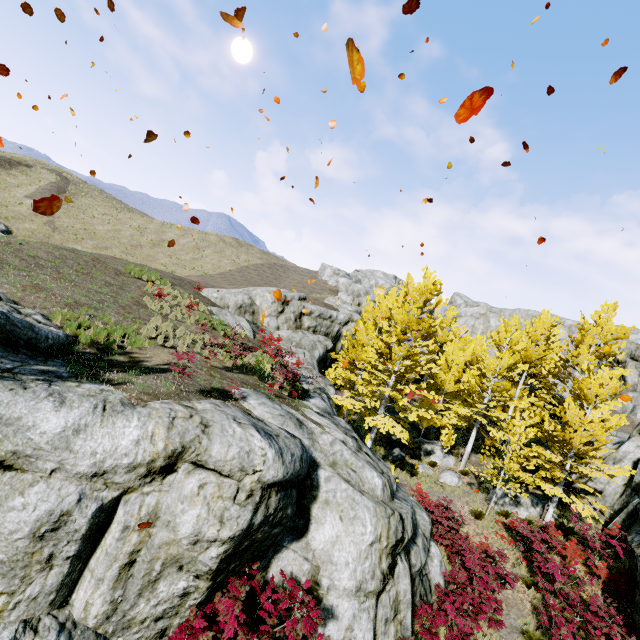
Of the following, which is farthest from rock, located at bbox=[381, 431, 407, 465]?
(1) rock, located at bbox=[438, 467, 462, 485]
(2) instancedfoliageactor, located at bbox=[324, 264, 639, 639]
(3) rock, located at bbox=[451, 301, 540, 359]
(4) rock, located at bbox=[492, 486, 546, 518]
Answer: (2) instancedfoliageactor, located at bbox=[324, 264, 639, 639]

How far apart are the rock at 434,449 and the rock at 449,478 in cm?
113

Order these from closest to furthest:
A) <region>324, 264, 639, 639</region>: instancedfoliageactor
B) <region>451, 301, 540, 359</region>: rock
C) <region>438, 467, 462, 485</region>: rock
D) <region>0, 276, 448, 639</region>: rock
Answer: <region>0, 276, 448, 639</region>: rock
<region>324, 264, 639, 639</region>: instancedfoliageactor
<region>438, 467, 462, 485</region>: rock
<region>451, 301, 540, 359</region>: rock

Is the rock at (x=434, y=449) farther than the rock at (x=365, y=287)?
Yes

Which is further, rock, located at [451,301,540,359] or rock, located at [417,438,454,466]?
rock, located at [451,301,540,359]

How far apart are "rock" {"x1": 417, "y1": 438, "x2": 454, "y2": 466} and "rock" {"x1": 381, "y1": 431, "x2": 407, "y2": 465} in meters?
0.9

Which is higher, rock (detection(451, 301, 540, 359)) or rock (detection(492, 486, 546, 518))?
rock (detection(451, 301, 540, 359))

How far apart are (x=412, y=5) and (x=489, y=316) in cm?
4147
